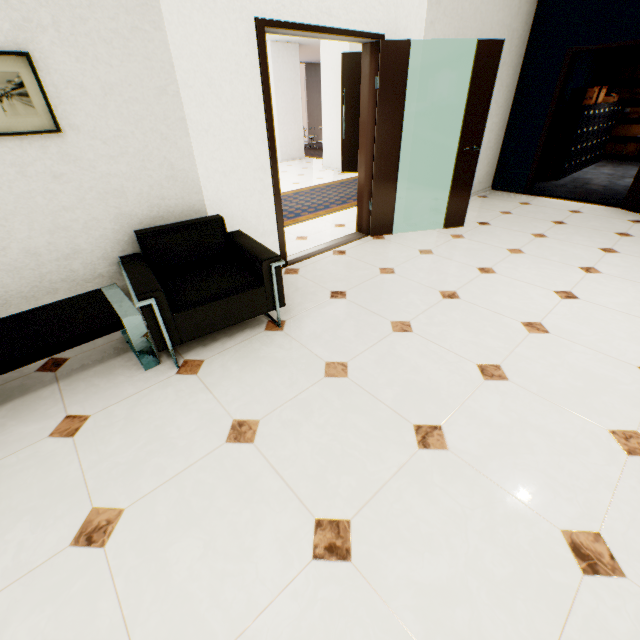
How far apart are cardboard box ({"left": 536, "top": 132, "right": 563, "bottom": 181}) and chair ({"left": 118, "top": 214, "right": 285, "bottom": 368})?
6.98m

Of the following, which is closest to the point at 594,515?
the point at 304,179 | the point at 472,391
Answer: the point at 472,391

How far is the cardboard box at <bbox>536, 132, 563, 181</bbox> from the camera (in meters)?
6.46

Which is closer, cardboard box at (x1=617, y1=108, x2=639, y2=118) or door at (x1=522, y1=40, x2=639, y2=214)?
door at (x1=522, y1=40, x2=639, y2=214)

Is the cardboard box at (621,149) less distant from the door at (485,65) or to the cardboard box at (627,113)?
the cardboard box at (627,113)

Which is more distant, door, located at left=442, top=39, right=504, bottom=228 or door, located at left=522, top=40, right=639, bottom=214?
door, located at left=522, top=40, right=639, bottom=214

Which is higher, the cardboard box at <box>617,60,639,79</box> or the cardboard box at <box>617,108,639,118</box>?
the cardboard box at <box>617,60,639,79</box>

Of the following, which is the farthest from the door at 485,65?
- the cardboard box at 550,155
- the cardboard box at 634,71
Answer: the cardboard box at 634,71
